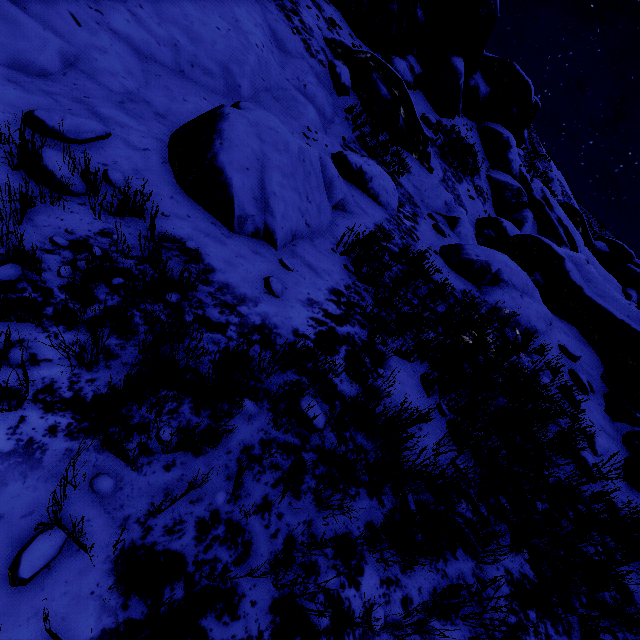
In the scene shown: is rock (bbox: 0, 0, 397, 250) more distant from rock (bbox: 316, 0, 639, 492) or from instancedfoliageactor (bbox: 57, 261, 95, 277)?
instancedfoliageactor (bbox: 57, 261, 95, 277)

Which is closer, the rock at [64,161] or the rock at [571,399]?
the rock at [64,161]

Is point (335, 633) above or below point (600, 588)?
below

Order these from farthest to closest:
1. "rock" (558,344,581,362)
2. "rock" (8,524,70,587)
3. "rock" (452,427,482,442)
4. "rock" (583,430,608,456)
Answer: "rock" (558,344,581,362) < "rock" (583,430,608,456) < "rock" (452,427,482,442) < "rock" (8,524,70,587)

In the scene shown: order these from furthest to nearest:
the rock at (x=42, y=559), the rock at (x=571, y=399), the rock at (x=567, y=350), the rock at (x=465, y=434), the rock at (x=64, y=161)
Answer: the rock at (x=567, y=350) < the rock at (x=571, y=399) < the rock at (x=465, y=434) < the rock at (x=64, y=161) < the rock at (x=42, y=559)

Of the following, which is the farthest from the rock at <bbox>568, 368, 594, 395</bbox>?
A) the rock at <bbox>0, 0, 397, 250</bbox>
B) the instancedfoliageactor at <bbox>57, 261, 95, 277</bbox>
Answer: the rock at <bbox>0, 0, 397, 250</bbox>
